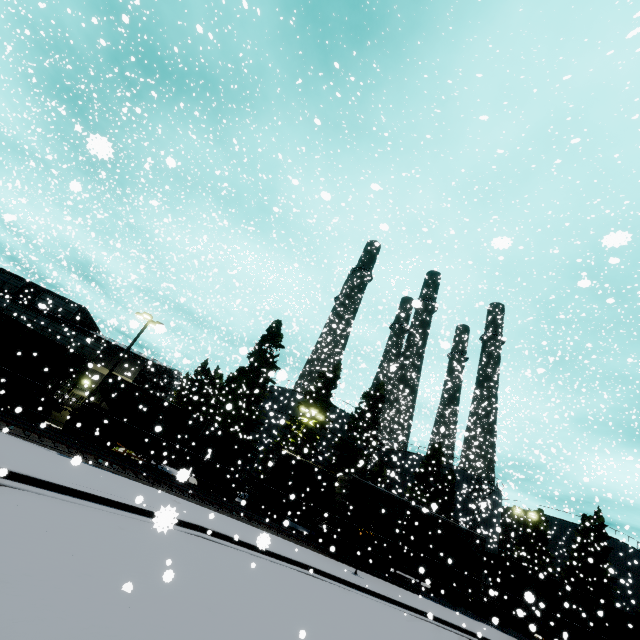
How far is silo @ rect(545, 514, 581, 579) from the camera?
42.59m

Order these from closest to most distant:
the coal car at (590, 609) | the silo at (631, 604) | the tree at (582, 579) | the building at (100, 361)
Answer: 1. the coal car at (590, 609)
2. the building at (100, 361)
3. the tree at (582, 579)
4. the silo at (631, 604)

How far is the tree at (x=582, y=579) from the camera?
34.84m

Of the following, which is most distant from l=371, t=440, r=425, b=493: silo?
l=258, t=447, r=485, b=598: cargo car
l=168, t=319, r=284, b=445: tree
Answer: l=258, t=447, r=485, b=598: cargo car

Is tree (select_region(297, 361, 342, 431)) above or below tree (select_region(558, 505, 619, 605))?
above

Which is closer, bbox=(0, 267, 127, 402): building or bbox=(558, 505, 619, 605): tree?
bbox=(0, 267, 127, 402): building

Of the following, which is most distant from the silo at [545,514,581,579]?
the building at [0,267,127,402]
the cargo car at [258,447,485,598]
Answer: the building at [0,267,127,402]

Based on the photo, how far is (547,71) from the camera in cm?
2072
